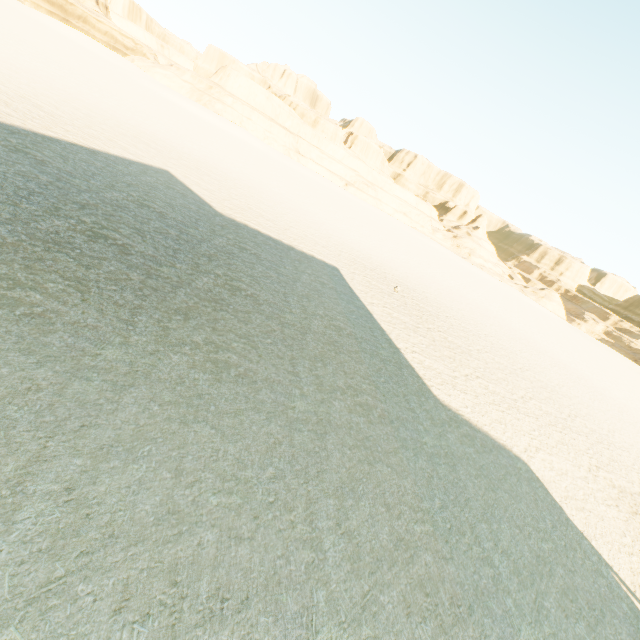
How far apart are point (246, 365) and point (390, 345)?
6.69m
